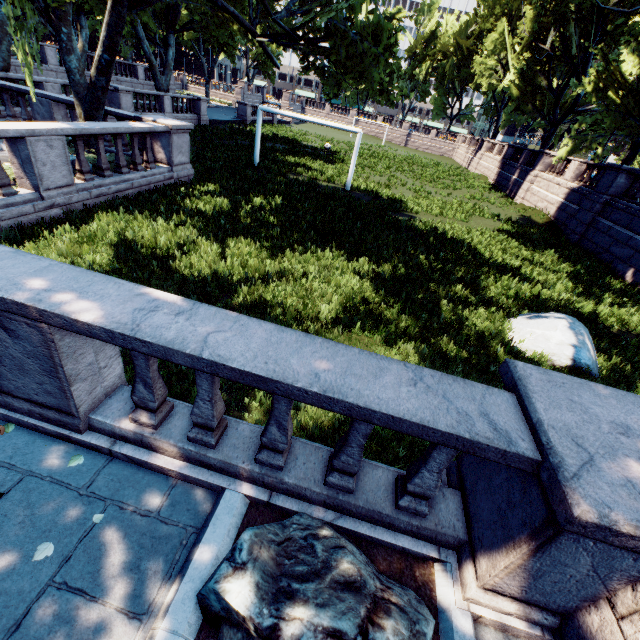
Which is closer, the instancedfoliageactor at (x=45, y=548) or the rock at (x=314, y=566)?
the rock at (x=314, y=566)

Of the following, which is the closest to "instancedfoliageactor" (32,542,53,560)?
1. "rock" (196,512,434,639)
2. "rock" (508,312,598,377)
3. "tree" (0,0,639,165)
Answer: "rock" (196,512,434,639)

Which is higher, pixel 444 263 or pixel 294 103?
pixel 294 103

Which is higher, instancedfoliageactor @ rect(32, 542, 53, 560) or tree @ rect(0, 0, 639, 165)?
tree @ rect(0, 0, 639, 165)

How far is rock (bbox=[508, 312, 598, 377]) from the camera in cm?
689

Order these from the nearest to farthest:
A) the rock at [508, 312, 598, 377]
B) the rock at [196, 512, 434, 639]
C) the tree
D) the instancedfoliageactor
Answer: the rock at [196, 512, 434, 639], the instancedfoliageactor, the rock at [508, 312, 598, 377], the tree

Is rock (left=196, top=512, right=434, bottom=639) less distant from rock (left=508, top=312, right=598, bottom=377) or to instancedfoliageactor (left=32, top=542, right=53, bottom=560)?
instancedfoliageactor (left=32, top=542, right=53, bottom=560)

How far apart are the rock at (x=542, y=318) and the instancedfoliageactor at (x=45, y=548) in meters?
8.3 m
